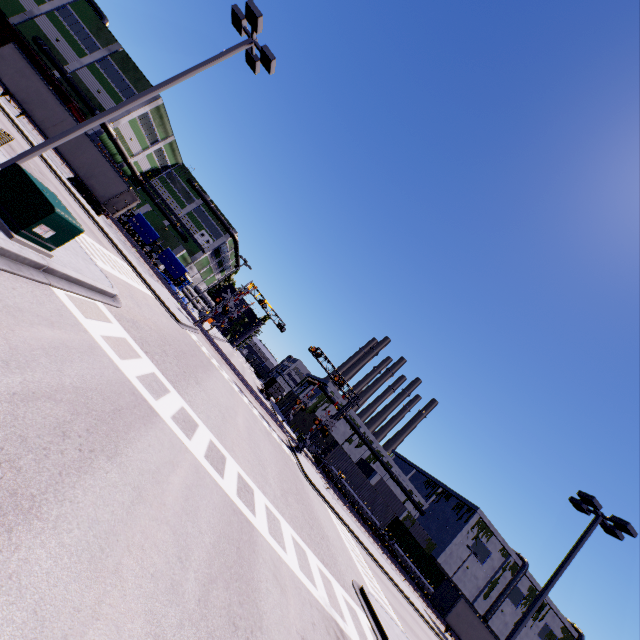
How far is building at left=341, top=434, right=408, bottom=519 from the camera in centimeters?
5203cm

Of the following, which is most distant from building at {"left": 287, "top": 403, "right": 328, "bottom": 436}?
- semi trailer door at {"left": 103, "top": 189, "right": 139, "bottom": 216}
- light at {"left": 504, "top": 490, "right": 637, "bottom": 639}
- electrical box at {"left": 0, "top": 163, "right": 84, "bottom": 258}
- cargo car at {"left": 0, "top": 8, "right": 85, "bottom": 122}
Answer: electrical box at {"left": 0, "top": 163, "right": 84, "bottom": 258}

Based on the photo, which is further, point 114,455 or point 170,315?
point 170,315

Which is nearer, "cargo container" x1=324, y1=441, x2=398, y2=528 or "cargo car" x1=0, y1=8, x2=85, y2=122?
"cargo car" x1=0, y1=8, x2=85, y2=122

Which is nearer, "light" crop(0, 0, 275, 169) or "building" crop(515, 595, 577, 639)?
"light" crop(0, 0, 275, 169)

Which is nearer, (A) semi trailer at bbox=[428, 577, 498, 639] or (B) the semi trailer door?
(B) the semi trailer door

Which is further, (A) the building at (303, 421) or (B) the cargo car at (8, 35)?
(A) the building at (303, 421)

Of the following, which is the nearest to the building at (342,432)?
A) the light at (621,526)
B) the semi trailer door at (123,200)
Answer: the light at (621,526)
